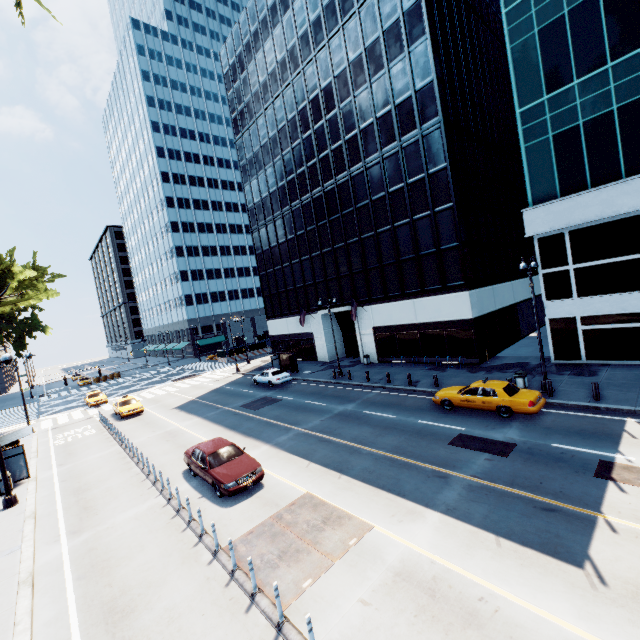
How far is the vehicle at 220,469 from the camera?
12.7 meters

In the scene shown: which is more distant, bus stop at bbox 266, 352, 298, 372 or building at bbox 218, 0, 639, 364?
bus stop at bbox 266, 352, 298, 372

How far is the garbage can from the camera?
18.5m

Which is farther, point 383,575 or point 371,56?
point 371,56

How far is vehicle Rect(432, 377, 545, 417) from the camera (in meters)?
15.16

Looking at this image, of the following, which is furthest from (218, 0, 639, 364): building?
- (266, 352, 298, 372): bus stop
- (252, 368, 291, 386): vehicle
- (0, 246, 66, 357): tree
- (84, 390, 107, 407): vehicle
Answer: (0, 246, 66, 357): tree

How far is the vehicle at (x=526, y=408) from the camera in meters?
15.2 m

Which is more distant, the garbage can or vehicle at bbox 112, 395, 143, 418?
vehicle at bbox 112, 395, 143, 418
